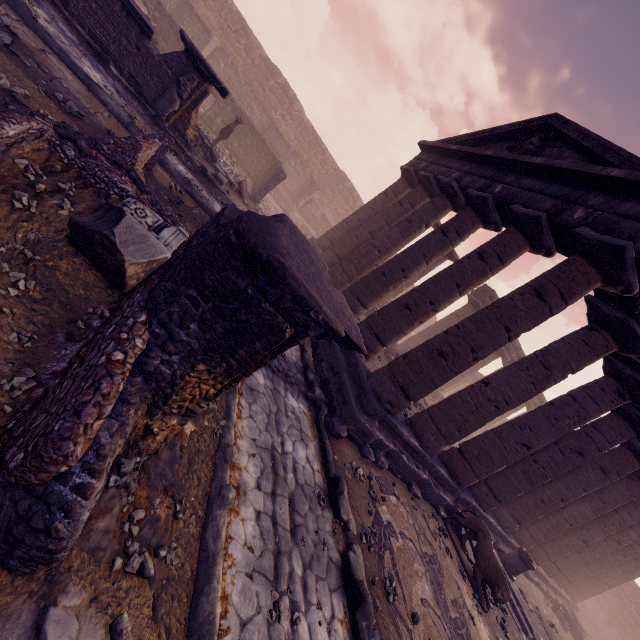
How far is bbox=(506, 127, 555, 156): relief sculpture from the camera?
9.59m

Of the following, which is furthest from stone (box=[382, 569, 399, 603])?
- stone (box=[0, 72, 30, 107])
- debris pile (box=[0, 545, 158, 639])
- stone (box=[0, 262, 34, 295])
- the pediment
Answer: stone (box=[0, 72, 30, 107])

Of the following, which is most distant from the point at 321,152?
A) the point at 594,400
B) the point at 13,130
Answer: the point at 13,130

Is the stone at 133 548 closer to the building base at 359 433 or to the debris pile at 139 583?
the debris pile at 139 583

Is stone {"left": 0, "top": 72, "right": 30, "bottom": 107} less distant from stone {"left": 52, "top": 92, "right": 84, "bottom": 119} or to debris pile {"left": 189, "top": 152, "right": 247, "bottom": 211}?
stone {"left": 52, "top": 92, "right": 84, "bottom": 119}

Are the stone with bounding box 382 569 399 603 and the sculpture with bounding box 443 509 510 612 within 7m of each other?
yes

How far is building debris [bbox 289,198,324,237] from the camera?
23.25m

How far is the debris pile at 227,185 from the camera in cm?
1105
